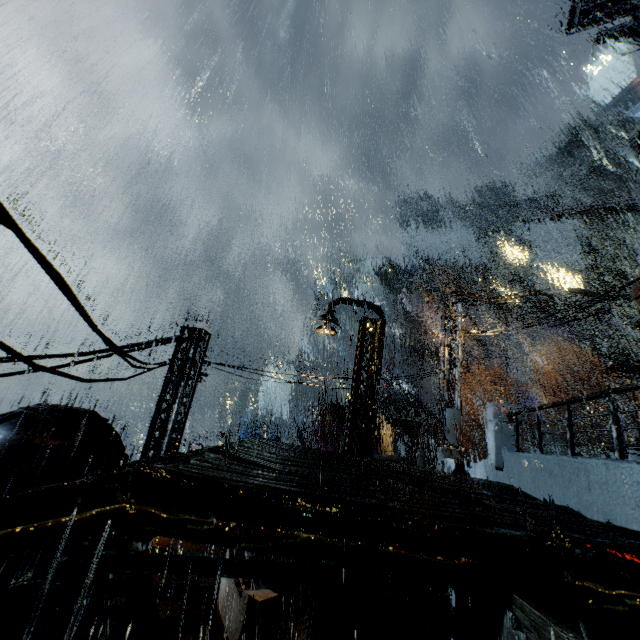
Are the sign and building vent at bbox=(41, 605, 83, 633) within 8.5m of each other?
yes

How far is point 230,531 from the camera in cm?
229

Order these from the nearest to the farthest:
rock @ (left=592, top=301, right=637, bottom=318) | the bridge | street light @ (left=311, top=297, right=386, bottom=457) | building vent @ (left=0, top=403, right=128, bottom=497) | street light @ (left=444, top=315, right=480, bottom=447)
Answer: the bridge < building vent @ (left=0, top=403, right=128, bottom=497) < street light @ (left=311, top=297, right=386, bottom=457) < street light @ (left=444, top=315, right=480, bottom=447) < rock @ (left=592, top=301, right=637, bottom=318)

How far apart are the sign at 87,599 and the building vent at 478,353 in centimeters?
5761cm

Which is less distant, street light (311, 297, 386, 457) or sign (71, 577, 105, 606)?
sign (71, 577, 105, 606)

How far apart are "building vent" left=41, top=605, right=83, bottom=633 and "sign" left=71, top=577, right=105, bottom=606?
0.0 meters

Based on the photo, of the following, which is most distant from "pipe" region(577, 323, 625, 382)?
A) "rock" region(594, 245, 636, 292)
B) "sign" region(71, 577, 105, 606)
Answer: "sign" region(71, 577, 105, 606)

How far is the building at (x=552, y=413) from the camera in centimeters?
4566cm
